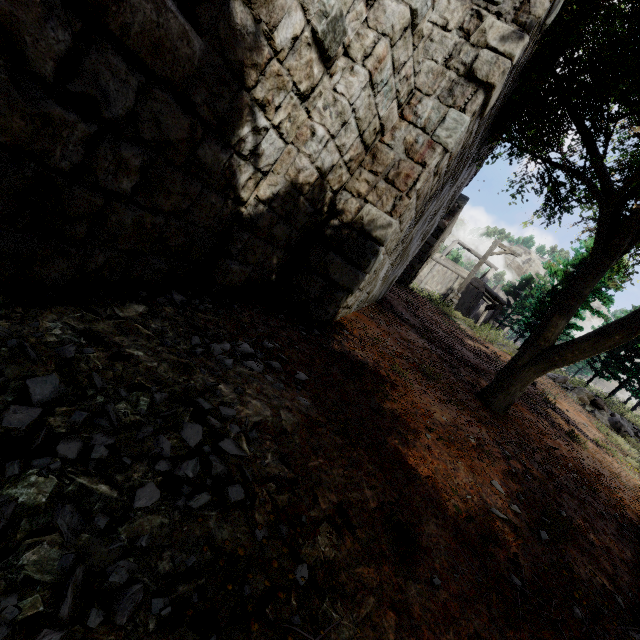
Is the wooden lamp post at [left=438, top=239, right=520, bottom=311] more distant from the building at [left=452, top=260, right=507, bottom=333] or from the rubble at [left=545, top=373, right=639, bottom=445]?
the rubble at [left=545, top=373, right=639, bottom=445]

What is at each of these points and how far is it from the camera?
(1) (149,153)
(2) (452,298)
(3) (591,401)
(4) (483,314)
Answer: (1) building, 2.35m
(2) wooden lamp post, 18.38m
(3) rubble, 13.62m
(4) building, 33.25m

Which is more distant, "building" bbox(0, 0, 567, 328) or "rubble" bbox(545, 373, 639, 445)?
"rubble" bbox(545, 373, 639, 445)

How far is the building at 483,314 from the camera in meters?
28.7 m

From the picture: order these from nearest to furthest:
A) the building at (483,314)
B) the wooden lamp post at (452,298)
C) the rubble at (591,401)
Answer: the rubble at (591,401)
the wooden lamp post at (452,298)
the building at (483,314)

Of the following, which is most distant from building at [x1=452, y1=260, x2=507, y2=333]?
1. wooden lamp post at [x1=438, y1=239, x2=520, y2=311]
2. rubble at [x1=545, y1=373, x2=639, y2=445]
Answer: rubble at [x1=545, y1=373, x2=639, y2=445]

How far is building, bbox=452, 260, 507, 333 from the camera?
28.7 meters

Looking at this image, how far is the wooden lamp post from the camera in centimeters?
1574cm
